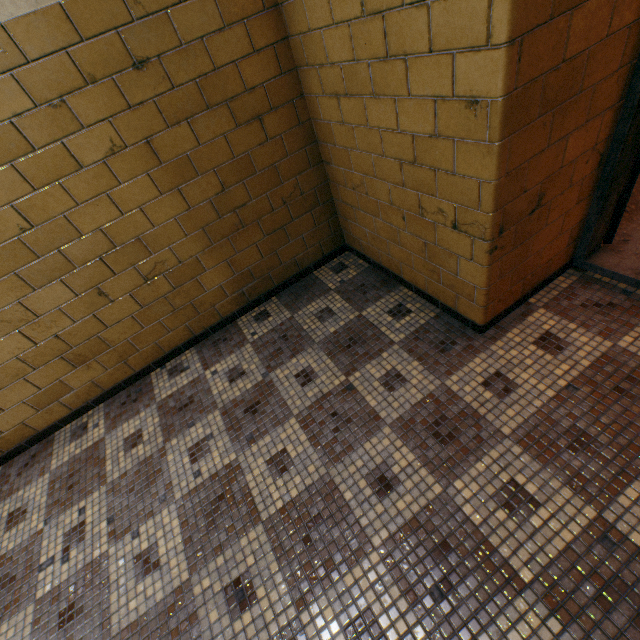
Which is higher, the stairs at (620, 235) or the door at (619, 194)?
the door at (619, 194)

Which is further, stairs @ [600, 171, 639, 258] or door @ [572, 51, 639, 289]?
stairs @ [600, 171, 639, 258]

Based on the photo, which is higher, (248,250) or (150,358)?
(248,250)

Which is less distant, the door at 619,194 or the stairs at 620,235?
the door at 619,194

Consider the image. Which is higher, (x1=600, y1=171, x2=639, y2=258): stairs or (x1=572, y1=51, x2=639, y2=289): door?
(x1=572, y1=51, x2=639, y2=289): door
